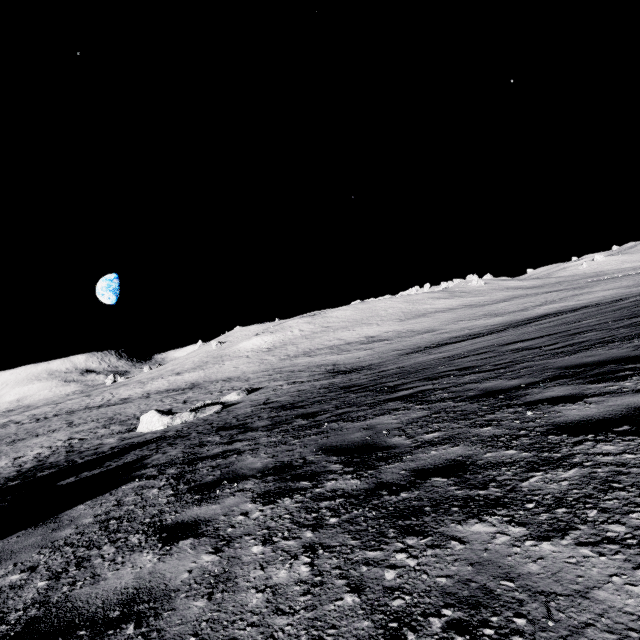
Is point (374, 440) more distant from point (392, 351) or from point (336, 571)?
point (392, 351)

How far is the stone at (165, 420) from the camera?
18.45m

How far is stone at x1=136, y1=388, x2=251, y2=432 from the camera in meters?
18.5 m

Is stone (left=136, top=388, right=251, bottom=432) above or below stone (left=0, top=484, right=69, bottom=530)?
below

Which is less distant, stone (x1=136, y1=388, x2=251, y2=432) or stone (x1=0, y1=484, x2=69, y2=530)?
stone (x1=0, y1=484, x2=69, y2=530)

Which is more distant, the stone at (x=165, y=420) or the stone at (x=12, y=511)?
the stone at (x=165, y=420)
